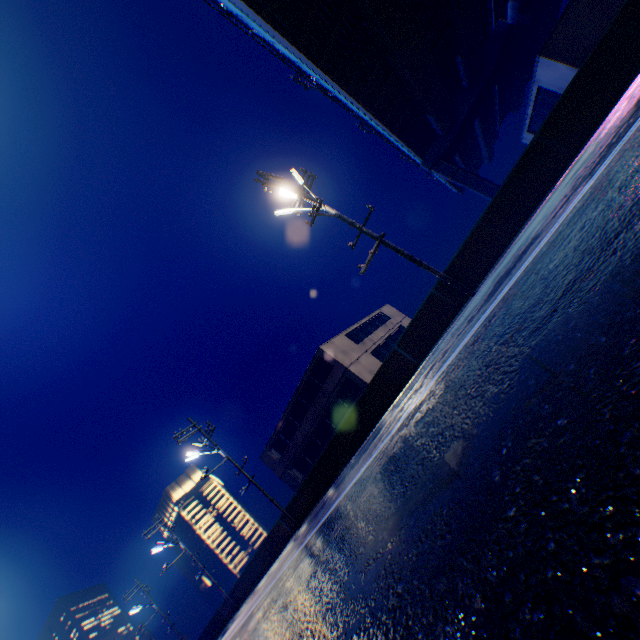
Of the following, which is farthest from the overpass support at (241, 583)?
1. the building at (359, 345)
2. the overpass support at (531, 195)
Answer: the building at (359, 345)

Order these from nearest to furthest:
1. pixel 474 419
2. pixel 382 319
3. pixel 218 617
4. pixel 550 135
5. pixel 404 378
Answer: pixel 474 419, pixel 550 135, pixel 404 378, pixel 218 617, pixel 382 319

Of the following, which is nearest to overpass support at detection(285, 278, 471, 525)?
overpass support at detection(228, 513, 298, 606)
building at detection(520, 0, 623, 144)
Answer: overpass support at detection(228, 513, 298, 606)

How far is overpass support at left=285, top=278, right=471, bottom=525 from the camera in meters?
12.2 m

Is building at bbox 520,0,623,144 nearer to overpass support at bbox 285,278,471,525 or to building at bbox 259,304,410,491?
building at bbox 259,304,410,491

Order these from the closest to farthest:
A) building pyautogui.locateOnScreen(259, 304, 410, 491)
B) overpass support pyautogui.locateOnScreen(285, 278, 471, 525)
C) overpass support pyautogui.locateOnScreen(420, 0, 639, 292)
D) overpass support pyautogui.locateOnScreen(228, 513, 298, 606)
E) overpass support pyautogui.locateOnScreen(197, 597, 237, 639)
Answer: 1. overpass support pyautogui.locateOnScreen(420, 0, 639, 292)
2. overpass support pyautogui.locateOnScreen(285, 278, 471, 525)
3. overpass support pyautogui.locateOnScreen(228, 513, 298, 606)
4. overpass support pyautogui.locateOnScreen(197, 597, 237, 639)
5. building pyautogui.locateOnScreen(259, 304, 410, 491)

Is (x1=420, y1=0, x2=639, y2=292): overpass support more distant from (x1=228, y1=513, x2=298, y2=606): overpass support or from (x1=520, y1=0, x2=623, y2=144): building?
(x1=520, y1=0, x2=623, y2=144): building

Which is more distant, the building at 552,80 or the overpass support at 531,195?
the building at 552,80
